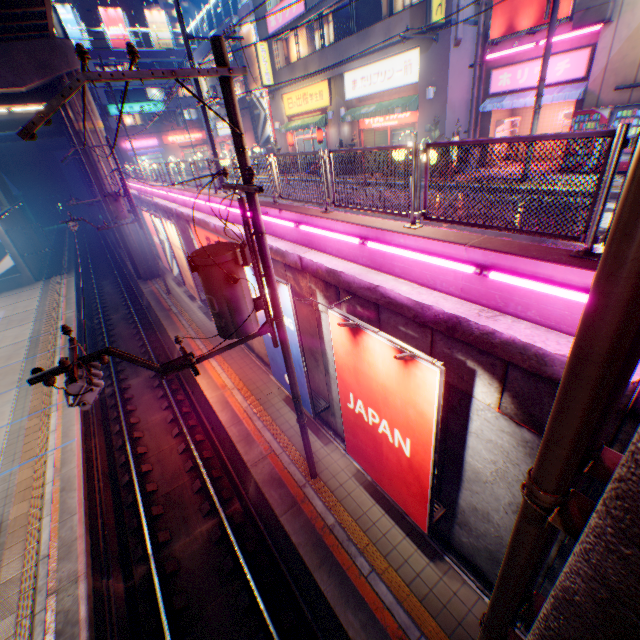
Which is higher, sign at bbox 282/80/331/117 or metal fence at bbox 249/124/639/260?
sign at bbox 282/80/331/117

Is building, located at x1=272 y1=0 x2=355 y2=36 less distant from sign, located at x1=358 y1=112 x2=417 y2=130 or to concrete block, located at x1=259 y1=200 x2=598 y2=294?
sign, located at x1=358 y1=112 x2=417 y2=130

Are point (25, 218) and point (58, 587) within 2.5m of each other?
no

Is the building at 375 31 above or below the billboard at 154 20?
below

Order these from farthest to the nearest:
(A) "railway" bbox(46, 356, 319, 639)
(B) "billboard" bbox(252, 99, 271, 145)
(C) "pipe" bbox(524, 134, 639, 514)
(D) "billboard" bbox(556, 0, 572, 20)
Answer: (B) "billboard" bbox(252, 99, 271, 145) < (D) "billboard" bbox(556, 0, 572, 20) < (A) "railway" bbox(46, 356, 319, 639) < (C) "pipe" bbox(524, 134, 639, 514)

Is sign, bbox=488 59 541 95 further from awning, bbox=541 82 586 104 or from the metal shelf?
the metal shelf

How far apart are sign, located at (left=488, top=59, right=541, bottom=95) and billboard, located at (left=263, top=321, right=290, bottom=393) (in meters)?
14.16

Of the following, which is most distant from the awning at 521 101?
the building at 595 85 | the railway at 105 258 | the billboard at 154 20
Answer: the billboard at 154 20
